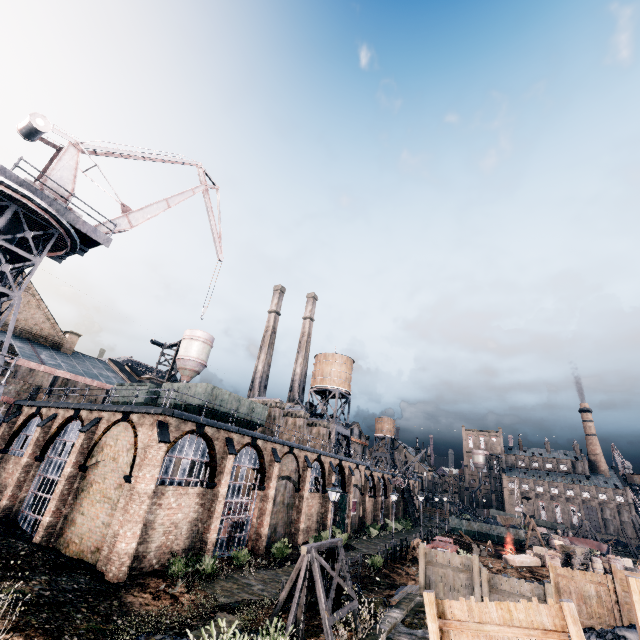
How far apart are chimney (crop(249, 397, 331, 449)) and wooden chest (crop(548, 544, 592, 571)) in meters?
28.3

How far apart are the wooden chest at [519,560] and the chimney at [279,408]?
23.71m

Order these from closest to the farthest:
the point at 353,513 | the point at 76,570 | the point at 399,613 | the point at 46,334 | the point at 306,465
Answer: the point at 399,613
the point at 76,570
the point at 306,465
the point at 46,334
the point at 353,513

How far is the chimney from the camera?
35.6m

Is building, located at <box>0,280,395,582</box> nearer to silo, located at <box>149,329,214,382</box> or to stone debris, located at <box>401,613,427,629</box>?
stone debris, located at <box>401,613,427,629</box>

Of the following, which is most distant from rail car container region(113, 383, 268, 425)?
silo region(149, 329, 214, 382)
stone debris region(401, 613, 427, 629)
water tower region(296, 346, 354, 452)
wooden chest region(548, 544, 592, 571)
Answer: wooden chest region(548, 544, 592, 571)

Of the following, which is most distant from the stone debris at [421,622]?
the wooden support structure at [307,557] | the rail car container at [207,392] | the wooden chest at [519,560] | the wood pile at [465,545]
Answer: the wood pile at [465,545]

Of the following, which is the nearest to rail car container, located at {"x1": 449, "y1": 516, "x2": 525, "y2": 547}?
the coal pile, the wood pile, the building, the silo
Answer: the building
